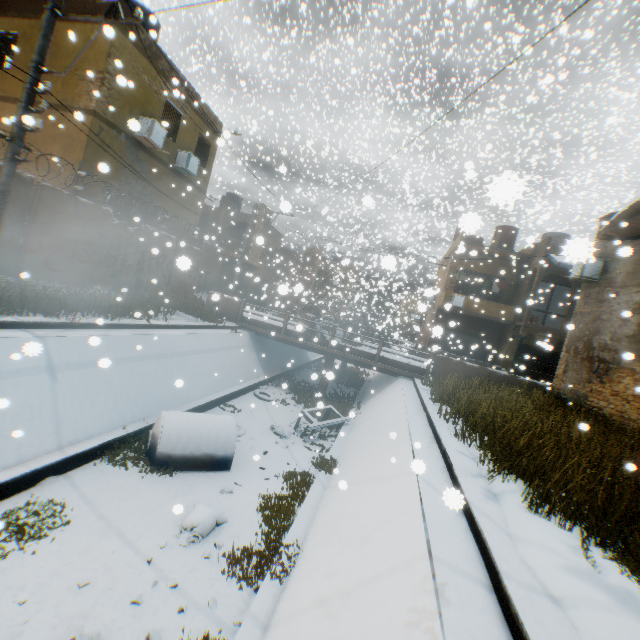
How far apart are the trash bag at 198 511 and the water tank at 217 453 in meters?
1.2 m

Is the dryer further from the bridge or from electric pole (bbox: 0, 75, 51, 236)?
electric pole (bbox: 0, 75, 51, 236)

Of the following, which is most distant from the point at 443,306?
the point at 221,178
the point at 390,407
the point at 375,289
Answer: the point at 221,178

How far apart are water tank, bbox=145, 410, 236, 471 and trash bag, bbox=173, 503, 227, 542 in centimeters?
123cm

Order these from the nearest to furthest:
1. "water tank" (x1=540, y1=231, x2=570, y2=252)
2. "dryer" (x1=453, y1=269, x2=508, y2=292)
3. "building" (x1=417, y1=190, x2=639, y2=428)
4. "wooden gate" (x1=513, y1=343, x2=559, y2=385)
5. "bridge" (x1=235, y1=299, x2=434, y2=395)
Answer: "water tank" (x1=540, y1=231, x2=570, y2=252) < "building" (x1=417, y1=190, x2=639, y2=428) < "bridge" (x1=235, y1=299, x2=434, y2=395) < "wooden gate" (x1=513, y1=343, x2=559, y2=385) < "dryer" (x1=453, y1=269, x2=508, y2=292)

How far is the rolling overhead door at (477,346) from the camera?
23.8 meters

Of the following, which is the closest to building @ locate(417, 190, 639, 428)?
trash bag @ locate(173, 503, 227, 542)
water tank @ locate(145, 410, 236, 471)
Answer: water tank @ locate(145, 410, 236, 471)

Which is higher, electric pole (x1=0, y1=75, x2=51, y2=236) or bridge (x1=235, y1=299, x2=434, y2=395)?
electric pole (x1=0, y1=75, x2=51, y2=236)
